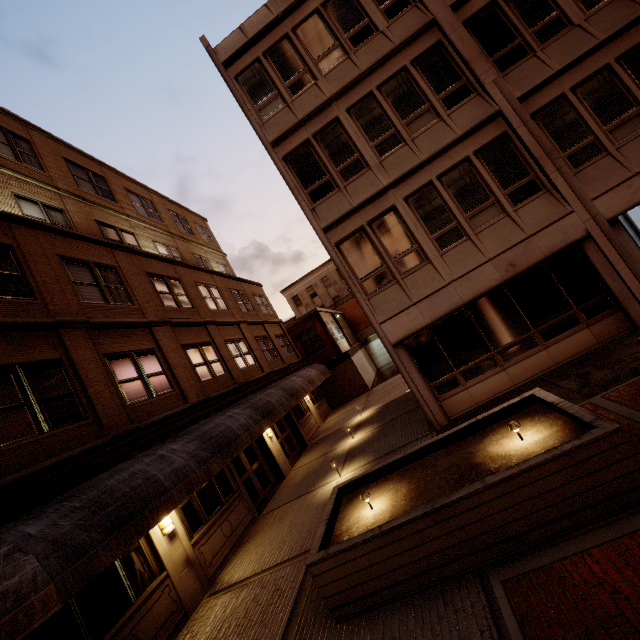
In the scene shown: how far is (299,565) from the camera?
7.2m

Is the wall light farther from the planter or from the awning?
the planter

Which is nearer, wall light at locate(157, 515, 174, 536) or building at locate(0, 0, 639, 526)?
wall light at locate(157, 515, 174, 536)

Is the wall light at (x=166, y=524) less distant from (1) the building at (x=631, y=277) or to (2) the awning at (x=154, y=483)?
(2) the awning at (x=154, y=483)

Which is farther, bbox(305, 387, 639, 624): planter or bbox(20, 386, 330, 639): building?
bbox(20, 386, 330, 639): building

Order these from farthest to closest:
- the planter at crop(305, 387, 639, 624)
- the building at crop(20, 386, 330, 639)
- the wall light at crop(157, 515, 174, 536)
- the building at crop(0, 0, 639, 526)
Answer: the building at crop(0, 0, 639, 526) → the wall light at crop(157, 515, 174, 536) → the building at crop(20, 386, 330, 639) → the planter at crop(305, 387, 639, 624)

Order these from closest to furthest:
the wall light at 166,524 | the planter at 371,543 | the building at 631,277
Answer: the planter at 371,543 < the wall light at 166,524 < the building at 631,277
